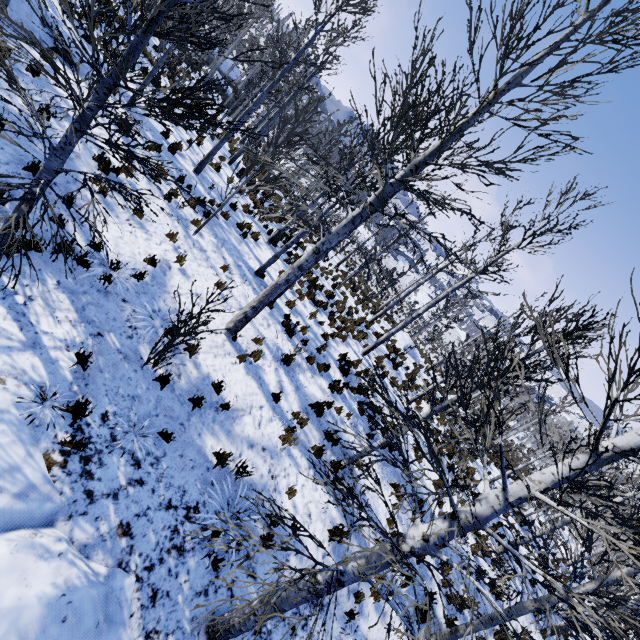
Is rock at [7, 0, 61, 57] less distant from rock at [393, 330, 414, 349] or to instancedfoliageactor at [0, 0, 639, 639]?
instancedfoliageactor at [0, 0, 639, 639]

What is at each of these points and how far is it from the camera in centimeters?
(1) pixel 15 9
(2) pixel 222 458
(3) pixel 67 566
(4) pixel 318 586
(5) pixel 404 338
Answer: (1) rock, 829cm
(2) instancedfoliageactor, 602cm
(3) rock, 382cm
(4) instancedfoliageactor, 331cm
(5) rock, 2289cm

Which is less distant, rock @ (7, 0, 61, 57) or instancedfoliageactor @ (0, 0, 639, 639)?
instancedfoliageactor @ (0, 0, 639, 639)

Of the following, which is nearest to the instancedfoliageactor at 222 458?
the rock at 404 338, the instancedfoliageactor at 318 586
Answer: the instancedfoliageactor at 318 586

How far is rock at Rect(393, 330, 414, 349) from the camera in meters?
22.5

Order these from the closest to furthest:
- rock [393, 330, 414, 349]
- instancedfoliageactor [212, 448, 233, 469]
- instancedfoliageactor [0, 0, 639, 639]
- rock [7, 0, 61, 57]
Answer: instancedfoliageactor [0, 0, 639, 639], instancedfoliageactor [212, 448, 233, 469], rock [7, 0, 61, 57], rock [393, 330, 414, 349]

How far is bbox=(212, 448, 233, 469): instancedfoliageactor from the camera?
5.92m

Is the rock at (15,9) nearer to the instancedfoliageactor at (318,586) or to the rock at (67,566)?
the instancedfoliageactor at (318,586)
